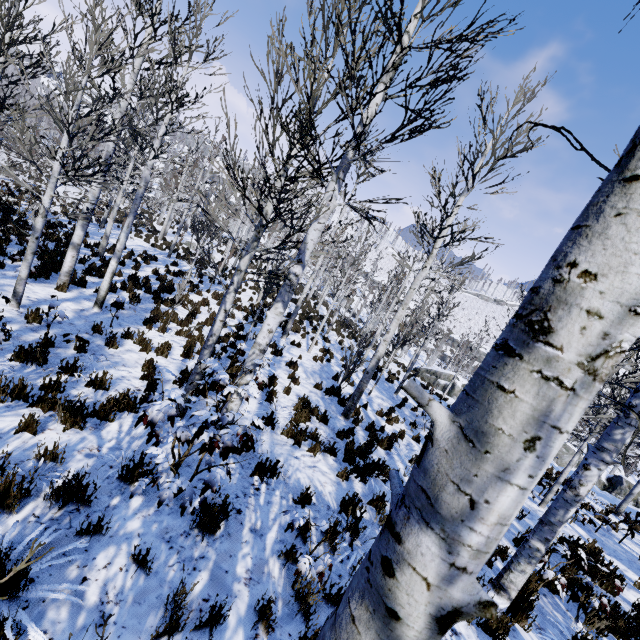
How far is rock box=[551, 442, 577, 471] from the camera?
20.4m

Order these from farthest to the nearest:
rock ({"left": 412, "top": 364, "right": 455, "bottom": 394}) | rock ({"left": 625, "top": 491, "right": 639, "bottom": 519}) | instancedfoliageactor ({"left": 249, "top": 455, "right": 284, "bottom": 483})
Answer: rock ({"left": 412, "top": 364, "right": 455, "bottom": 394}) → rock ({"left": 625, "top": 491, "right": 639, "bottom": 519}) → instancedfoliageactor ({"left": 249, "top": 455, "right": 284, "bottom": 483})

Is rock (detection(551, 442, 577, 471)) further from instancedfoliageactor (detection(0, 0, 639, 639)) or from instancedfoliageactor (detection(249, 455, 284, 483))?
instancedfoliageactor (detection(249, 455, 284, 483))

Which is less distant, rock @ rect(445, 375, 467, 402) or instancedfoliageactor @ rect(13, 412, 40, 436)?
instancedfoliageactor @ rect(13, 412, 40, 436)

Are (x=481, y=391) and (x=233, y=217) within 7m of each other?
no

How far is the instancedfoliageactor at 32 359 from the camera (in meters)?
5.27

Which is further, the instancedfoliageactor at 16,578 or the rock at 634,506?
the rock at 634,506

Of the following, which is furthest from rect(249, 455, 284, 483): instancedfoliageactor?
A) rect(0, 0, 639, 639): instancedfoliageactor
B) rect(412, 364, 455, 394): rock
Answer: rect(412, 364, 455, 394): rock
